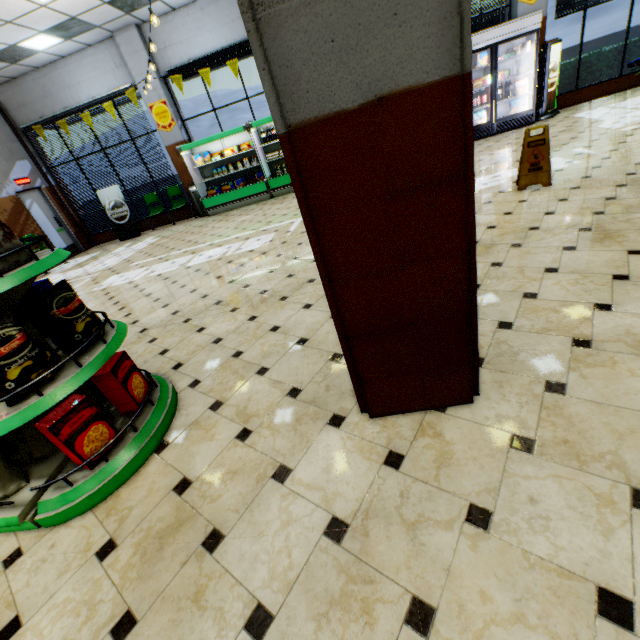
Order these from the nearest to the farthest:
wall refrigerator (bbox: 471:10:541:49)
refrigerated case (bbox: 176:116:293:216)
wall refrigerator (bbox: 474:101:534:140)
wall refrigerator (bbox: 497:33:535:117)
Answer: wall refrigerator (bbox: 471:10:541:49), wall refrigerator (bbox: 497:33:535:117), wall refrigerator (bbox: 474:101:534:140), refrigerated case (bbox: 176:116:293:216)

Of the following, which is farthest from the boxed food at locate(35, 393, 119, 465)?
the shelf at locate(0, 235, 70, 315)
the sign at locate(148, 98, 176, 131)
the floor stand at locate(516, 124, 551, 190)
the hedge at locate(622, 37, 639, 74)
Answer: the hedge at locate(622, 37, 639, 74)

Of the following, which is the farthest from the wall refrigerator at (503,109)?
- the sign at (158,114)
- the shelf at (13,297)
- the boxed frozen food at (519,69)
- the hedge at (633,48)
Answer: the shelf at (13,297)

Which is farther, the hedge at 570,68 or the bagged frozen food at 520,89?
the hedge at 570,68

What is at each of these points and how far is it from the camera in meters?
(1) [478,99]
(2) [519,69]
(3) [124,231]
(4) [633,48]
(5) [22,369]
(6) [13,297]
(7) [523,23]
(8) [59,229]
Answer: (1) soda bottle, 8.5
(2) boxed frozen food, 7.9
(3) sign, 10.9
(4) hedge, 8.6
(5) packaged chips, 1.7
(6) shelf, 1.9
(7) wall refrigerator, 7.4
(8) door, 10.9

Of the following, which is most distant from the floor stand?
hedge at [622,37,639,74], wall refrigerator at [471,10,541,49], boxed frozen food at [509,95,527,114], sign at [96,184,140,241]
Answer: sign at [96,184,140,241]

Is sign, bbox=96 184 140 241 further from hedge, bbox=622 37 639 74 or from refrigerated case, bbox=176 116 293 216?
hedge, bbox=622 37 639 74

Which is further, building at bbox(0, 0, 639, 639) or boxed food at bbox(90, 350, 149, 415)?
boxed food at bbox(90, 350, 149, 415)
